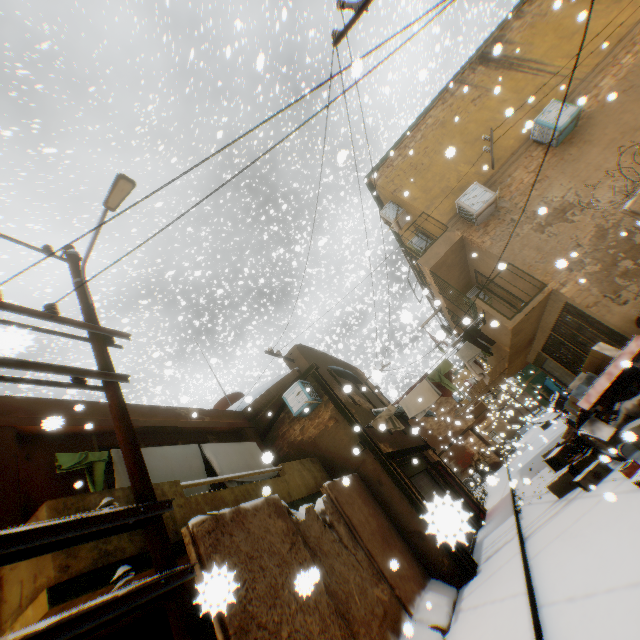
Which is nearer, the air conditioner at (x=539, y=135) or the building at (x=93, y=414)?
the building at (x=93, y=414)

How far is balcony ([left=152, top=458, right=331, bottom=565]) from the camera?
4.78m

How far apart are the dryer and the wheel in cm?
313

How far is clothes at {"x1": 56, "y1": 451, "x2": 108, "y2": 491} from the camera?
5.23m

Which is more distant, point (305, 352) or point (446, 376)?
point (305, 352)

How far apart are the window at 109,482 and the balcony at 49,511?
1.14m

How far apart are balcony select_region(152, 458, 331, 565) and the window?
1.1 meters

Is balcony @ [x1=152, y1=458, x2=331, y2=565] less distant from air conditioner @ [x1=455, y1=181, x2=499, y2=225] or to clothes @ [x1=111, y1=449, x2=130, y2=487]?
clothes @ [x1=111, y1=449, x2=130, y2=487]
